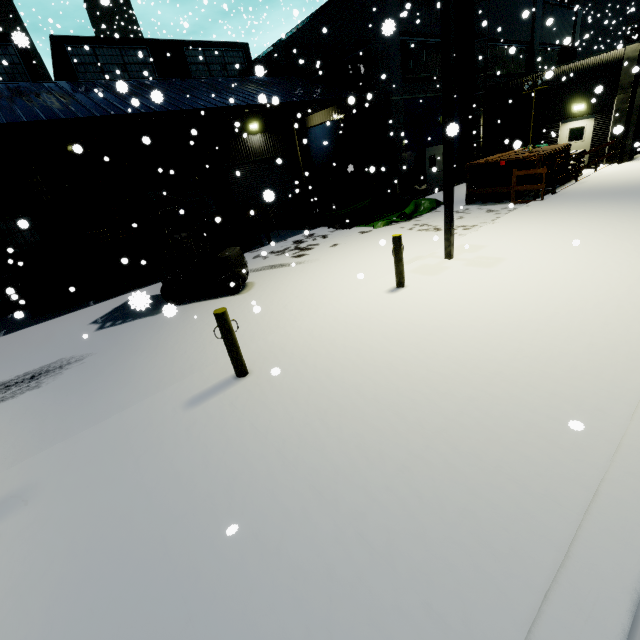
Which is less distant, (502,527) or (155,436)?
(502,527)

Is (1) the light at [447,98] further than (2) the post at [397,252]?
No

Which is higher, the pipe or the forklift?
the forklift

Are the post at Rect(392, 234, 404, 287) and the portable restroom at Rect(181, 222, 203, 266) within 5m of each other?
no

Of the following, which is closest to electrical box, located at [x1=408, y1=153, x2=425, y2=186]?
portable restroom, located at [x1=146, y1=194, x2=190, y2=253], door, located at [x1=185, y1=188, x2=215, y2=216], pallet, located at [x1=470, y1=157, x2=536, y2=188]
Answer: pallet, located at [x1=470, y1=157, x2=536, y2=188]

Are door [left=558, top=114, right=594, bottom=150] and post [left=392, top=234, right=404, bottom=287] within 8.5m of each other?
no

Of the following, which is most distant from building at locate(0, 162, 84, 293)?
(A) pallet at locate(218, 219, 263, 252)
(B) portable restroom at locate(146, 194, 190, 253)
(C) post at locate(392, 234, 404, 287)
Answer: (C) post at locate(392, 234, 404, 287)

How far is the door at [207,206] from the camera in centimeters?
1825cm
